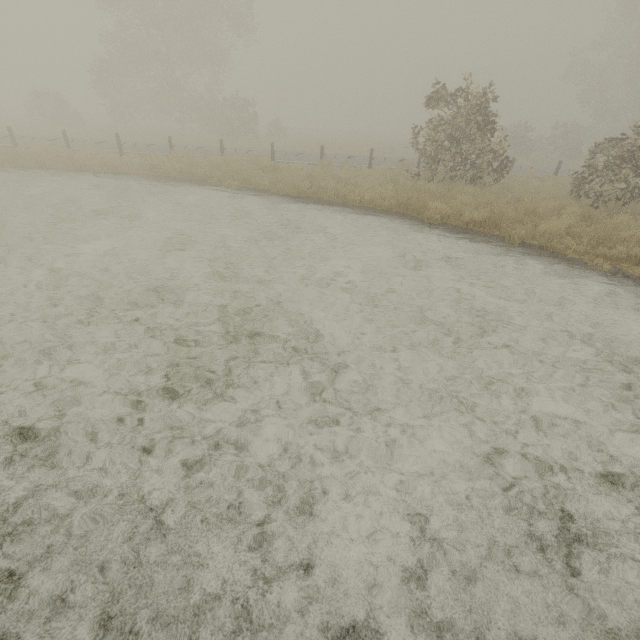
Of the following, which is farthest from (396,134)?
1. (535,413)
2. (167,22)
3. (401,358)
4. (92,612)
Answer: (92,612)
